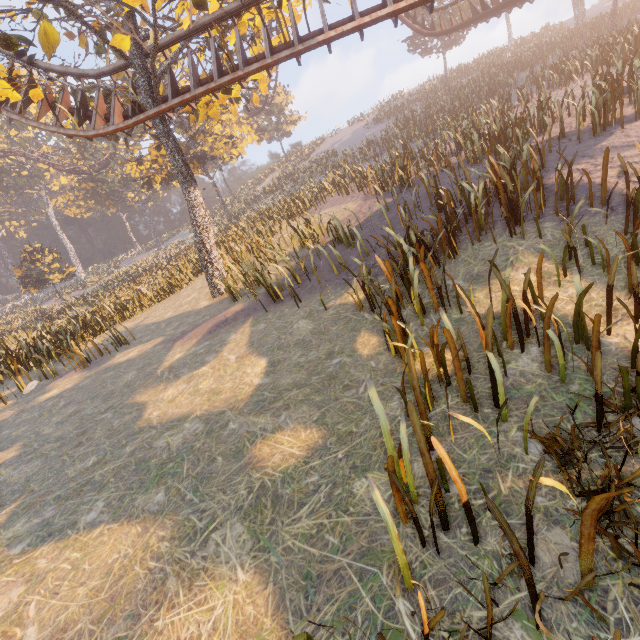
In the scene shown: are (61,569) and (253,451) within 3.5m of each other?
yes

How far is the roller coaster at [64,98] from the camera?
12.3 meters

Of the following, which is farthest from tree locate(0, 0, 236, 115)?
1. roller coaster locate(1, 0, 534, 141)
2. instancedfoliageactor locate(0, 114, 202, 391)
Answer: instancedfoliageactor locate(0, 114, 202, 391)

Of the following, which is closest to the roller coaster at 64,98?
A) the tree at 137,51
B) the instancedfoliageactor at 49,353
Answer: the tree at 137,51

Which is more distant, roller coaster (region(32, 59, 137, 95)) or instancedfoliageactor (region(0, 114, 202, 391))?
instancedfoliageactor (region(0, 114, 202, 391))

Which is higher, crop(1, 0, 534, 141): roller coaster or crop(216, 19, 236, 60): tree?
crop(216, 19, 236, 60): tree

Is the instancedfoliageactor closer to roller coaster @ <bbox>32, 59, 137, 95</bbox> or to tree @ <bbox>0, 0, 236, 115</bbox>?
roller coaster @ <bbox>32, 59, 137, 95</bbox>
